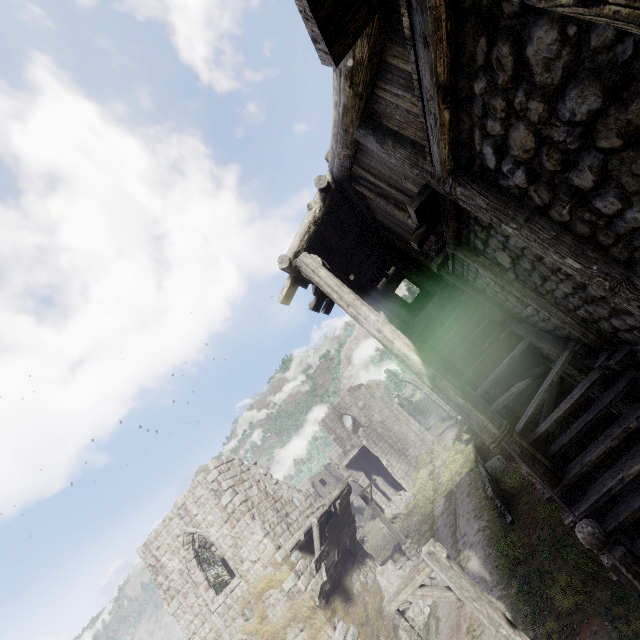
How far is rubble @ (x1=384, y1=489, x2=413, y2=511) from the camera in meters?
26.8

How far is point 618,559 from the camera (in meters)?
3.37

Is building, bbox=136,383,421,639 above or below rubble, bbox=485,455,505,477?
above

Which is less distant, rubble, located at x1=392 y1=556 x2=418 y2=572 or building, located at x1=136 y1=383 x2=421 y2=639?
building, located at x1=136 y1=383 x2=421 y2=639

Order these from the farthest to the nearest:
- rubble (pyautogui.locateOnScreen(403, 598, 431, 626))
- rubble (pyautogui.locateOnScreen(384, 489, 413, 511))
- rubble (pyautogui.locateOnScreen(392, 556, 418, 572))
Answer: rubble (pyautogui.locateOnScreen(384, 489, 413, 511))
rubble (pyautogui.locateOnScreen(392, 556, 418, 572))
rubble (pyautogui.locateOnScreen(403, 598, 431, 626))

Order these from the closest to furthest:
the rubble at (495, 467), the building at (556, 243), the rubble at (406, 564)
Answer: the building at (556, 243) < the rubble at (406, 564) < the rubble at (495, 467)

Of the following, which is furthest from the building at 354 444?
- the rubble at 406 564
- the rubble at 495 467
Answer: the rubble at 495 467

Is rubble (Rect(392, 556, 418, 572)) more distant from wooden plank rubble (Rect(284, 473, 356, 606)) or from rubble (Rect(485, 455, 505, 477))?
rubble (Rect(485, 455, 505, 477))
